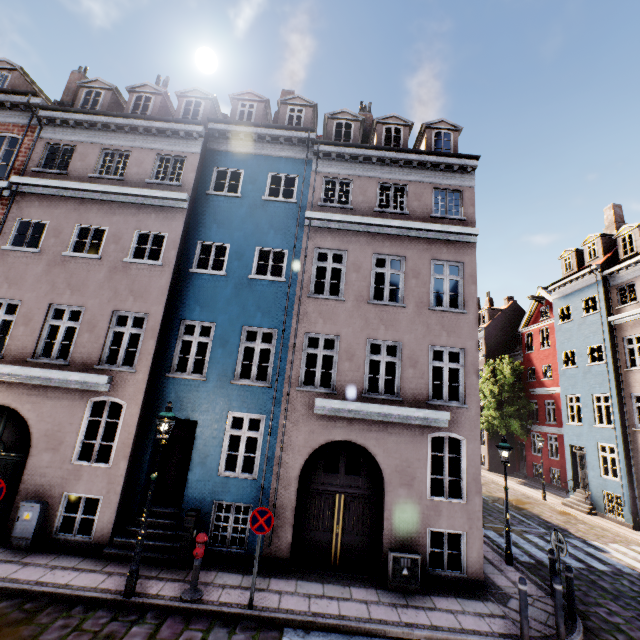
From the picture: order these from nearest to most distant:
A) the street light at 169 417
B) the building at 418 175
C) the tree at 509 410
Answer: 1. the street light at 169 417
2. the building at 418 175
3. the tree at 509 410

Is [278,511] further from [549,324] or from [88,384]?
[549,324]

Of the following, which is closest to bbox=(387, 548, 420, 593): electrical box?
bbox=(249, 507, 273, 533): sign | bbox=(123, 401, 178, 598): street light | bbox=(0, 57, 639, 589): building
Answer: bbox=(0, 57, 639, 589): building

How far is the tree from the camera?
26.7m

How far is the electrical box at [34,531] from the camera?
8.1 meters

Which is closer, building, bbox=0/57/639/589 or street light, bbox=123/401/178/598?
street light, bbox=123/401/178/598

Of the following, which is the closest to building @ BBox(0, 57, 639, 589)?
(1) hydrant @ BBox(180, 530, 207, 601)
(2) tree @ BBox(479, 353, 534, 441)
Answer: (1) hydrant @ BBox(180, 530, 207, 601)

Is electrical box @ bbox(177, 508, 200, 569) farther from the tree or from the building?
the tree
